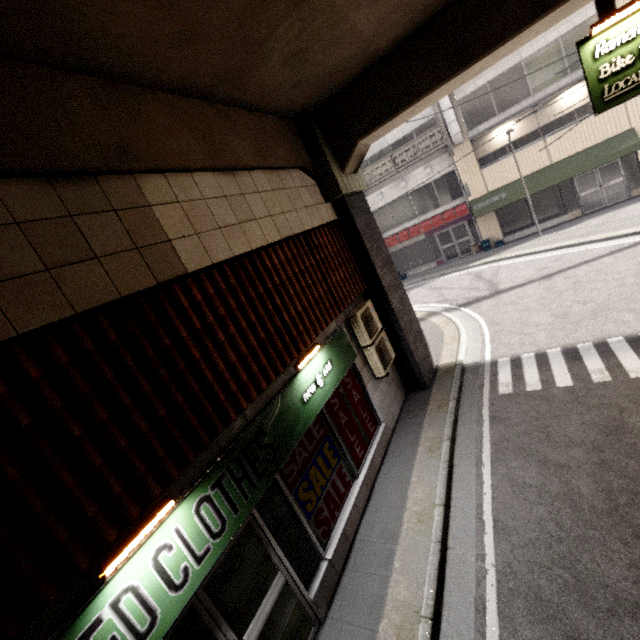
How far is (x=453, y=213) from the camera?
18.8m

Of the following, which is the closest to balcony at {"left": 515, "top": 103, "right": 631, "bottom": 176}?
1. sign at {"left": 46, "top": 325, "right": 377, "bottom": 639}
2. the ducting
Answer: the ducting

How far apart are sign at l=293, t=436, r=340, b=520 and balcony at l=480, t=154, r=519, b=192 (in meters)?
17.60

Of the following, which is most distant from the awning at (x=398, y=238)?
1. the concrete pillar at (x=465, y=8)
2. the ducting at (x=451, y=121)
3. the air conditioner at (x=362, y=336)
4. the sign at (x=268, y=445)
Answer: the sign at (x=268, y=445)

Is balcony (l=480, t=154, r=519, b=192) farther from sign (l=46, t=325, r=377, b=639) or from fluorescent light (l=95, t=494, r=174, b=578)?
fluorescent light (l=95, t=494, r=174, b=578)

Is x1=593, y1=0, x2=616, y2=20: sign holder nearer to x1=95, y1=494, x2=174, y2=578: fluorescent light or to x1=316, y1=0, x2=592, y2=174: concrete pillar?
x1=316, y1=0, x2=592, y2=174: concrete pillar

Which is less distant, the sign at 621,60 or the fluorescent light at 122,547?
the fluorescent light at 122,547

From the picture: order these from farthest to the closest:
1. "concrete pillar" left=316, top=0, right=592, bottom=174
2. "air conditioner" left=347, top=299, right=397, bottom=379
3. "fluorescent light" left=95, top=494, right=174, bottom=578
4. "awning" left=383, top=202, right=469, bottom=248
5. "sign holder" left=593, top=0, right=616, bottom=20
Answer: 1. "awning" left=383, top=202, right=469, bottom=248
2. "air conditioner" left=347, top=299, right=397, bottom=379
3. "concrete pillar" left=316, top=0, right=592, bottom=174
4. "sign holder" left=593, top=0, right=616, bottom=20
5. "fluorescent light" left=95, top=494, right=174, bottom=578
